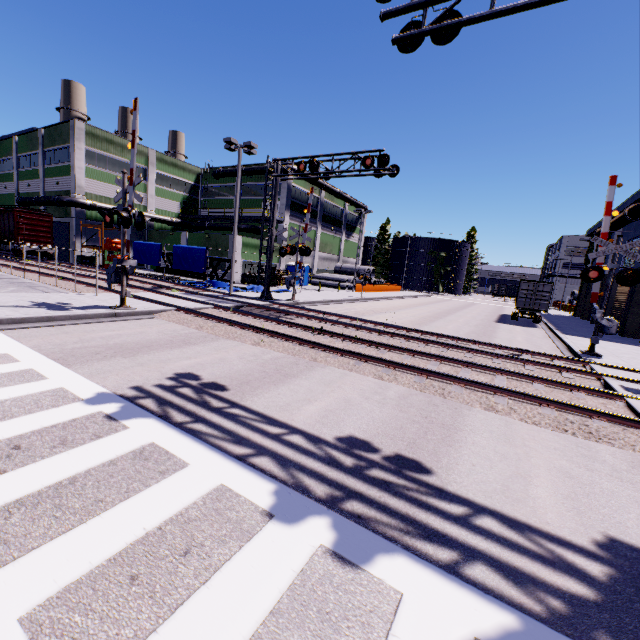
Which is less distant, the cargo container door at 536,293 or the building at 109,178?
the cargo container door at 536,293

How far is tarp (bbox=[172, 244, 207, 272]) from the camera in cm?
2478

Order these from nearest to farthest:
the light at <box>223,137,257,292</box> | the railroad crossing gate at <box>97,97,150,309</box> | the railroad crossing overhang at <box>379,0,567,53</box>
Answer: the railroad crossing overhang at <box>379,0,567,53</box> → the railroad crossing gate at <box>97,97,150,309</box> → the light at <box>223,137,257,292</box>

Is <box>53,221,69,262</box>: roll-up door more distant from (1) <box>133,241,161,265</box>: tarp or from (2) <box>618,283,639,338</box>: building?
(1) <box>133,241,161,265</box>: tarp

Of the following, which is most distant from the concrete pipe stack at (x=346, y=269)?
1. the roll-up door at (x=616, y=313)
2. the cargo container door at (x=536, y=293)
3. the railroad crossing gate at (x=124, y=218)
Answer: the railroad crossing gate at (x=124, y=218)

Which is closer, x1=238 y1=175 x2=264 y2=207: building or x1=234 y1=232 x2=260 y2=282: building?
x1=234 y1=232 x2=260 y2=282: building

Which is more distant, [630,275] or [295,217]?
[295,217]

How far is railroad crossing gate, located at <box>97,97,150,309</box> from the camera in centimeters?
1136cm
